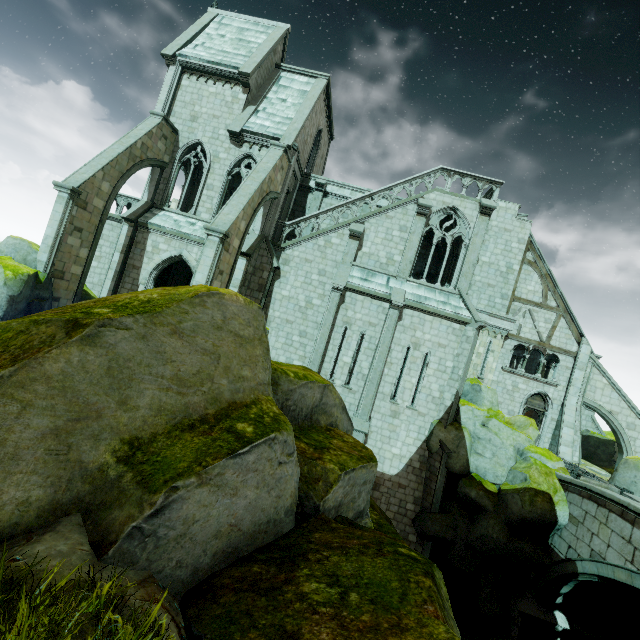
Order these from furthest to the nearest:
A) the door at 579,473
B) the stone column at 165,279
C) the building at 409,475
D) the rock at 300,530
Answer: the stone column at 165,279 → the building at 409,475 → the door at 579,473 → the rock at 300,530

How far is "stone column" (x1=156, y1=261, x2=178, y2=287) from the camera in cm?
2127

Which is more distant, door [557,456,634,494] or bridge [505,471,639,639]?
door [557,456,634,494]

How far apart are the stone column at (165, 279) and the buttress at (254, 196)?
7.0 meters

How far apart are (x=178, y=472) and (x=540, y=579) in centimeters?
1603cm

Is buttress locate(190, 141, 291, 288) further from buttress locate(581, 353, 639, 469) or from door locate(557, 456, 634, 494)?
buttress locate(581, 353, 639, 469)

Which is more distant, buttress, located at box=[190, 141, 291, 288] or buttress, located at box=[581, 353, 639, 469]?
buttress, located at box=[581, 353, 639, 469]

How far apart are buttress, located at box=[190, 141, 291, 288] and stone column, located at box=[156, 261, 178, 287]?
7.02m
